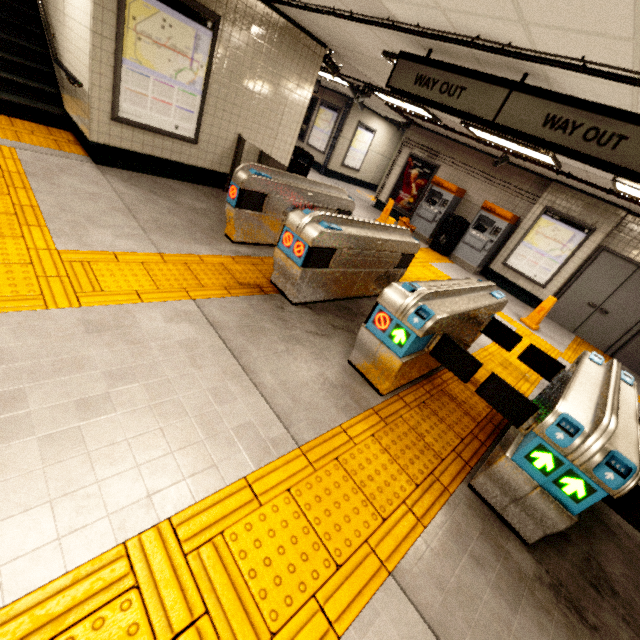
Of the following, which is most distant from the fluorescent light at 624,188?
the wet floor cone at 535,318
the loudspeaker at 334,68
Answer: the loudspeaker at 334,68

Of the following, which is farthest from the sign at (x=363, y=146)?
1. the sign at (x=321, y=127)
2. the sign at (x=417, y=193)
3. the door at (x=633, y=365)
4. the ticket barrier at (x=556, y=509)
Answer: the ticket barrier at (x=556, y=509)

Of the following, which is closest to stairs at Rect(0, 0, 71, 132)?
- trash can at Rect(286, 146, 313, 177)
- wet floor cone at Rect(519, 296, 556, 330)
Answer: trash can at Rect(286, 146, 313, 177)

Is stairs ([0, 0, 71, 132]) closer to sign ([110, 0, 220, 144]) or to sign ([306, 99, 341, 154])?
sign ([110, 0, 220, 144])

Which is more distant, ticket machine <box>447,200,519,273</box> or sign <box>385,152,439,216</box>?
sign <box>385,152,439,216</box>

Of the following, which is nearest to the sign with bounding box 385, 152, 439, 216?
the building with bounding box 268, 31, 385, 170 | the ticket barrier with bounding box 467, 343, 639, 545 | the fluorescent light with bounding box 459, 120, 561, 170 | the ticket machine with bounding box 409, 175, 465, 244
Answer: the ticket machine with bounding box 409, 175, 465, 244

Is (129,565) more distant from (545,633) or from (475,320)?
(475,320)

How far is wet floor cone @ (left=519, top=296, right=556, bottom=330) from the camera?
7.0 meters
